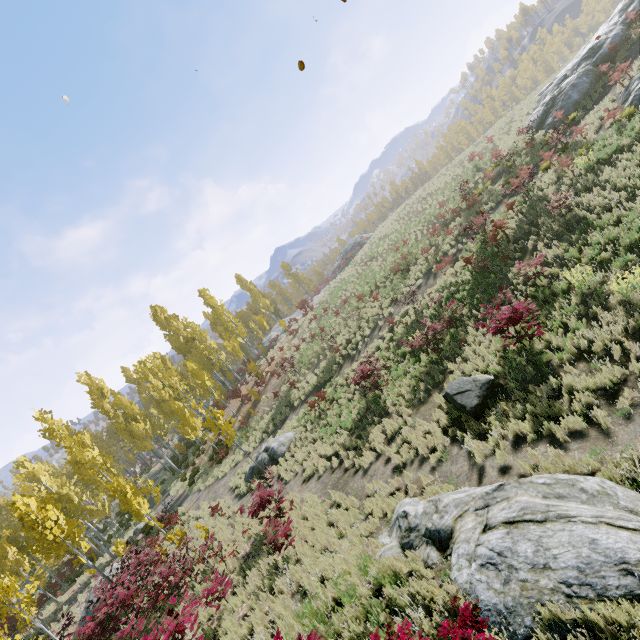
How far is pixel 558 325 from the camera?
9.9m

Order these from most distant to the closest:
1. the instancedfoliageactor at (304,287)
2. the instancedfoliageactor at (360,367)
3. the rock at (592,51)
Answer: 1. the instancedfoliageactor at (304,287)
2. the rock at (592,51)
3. the instancedfoliageactor at (360,367)

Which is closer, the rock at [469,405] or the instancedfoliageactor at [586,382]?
the instancedfoliageactor at [586,382]

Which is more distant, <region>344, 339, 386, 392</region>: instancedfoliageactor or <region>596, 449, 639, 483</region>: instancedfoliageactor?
<region>344, 339, 386, 392</region>: instancedfoliageactor

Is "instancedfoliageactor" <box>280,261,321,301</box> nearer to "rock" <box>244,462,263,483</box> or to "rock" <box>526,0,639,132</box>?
"rock" <box>244,462,263,483</box>

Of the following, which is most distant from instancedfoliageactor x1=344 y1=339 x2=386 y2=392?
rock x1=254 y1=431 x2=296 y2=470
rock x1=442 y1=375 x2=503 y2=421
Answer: rock x1=442 y1=375 x2=503 y2=421

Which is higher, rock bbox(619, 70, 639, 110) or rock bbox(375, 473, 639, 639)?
rock bbox(619, 70, 639, 110)
